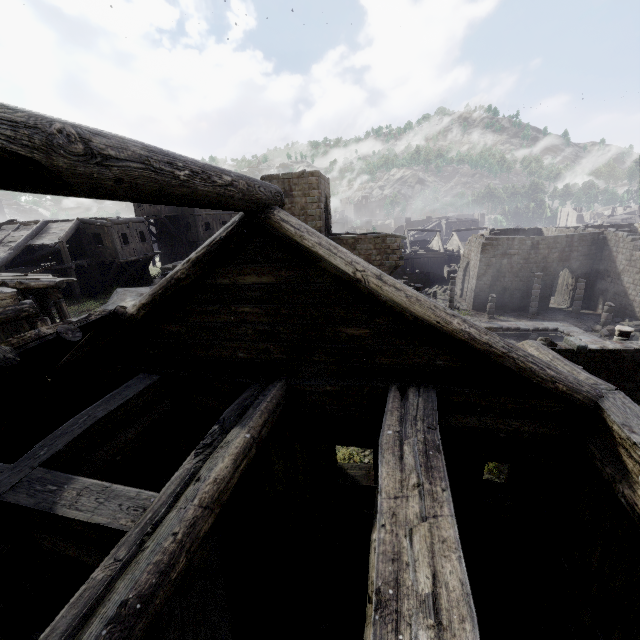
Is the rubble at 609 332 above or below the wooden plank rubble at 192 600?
below

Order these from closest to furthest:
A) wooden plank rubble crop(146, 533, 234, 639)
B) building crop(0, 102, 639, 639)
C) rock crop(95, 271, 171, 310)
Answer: building crop(0, 102, 639, 639) < wooden plank rubble crop(146, 533, 234, 639) < rock crop(95, 271, 171, 310)

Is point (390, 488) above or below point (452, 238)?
above

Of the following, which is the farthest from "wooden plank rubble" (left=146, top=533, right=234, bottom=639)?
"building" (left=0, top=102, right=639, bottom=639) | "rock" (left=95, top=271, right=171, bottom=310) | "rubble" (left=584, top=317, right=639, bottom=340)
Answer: "rubble" (left=584, top=317, right=639, bottom=340)

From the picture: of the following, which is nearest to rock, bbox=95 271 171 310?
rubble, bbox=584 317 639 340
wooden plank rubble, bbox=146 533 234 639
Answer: wooden plank rubble, bbox=146 533 234 639

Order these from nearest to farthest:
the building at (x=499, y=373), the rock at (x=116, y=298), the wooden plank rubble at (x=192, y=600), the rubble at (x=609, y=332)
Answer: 1. the building at (x=499, y=373)
2. the wooden plank rubble at (x=192, y=600)
3. the rock at (x=116, y=298)
4. the rubble at (x=609, y=332)

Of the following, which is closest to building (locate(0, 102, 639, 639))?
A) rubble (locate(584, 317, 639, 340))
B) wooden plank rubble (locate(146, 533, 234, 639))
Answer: rubble (locate(584, 317, 639, 340))
